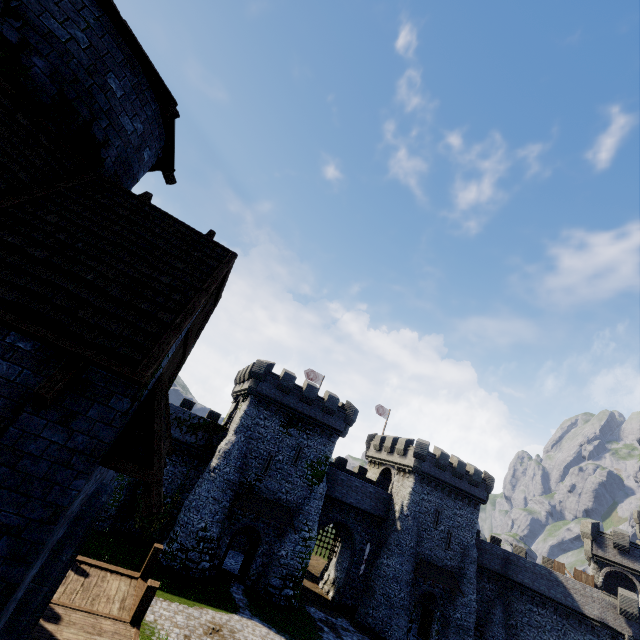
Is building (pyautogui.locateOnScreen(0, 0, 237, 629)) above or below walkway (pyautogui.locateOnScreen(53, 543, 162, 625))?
above

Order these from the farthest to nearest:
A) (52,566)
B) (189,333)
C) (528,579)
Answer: (528,579)
(189,333)
(52,566)

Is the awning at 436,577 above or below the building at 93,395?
below

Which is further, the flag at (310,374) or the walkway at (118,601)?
the flag at (310,374)

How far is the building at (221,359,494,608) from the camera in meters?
29.4

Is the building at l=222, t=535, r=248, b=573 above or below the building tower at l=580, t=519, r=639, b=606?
below

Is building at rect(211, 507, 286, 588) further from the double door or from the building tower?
the double door

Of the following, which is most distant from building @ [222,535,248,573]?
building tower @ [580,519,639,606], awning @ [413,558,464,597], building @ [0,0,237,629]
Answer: building @ [0,0,237,629]
